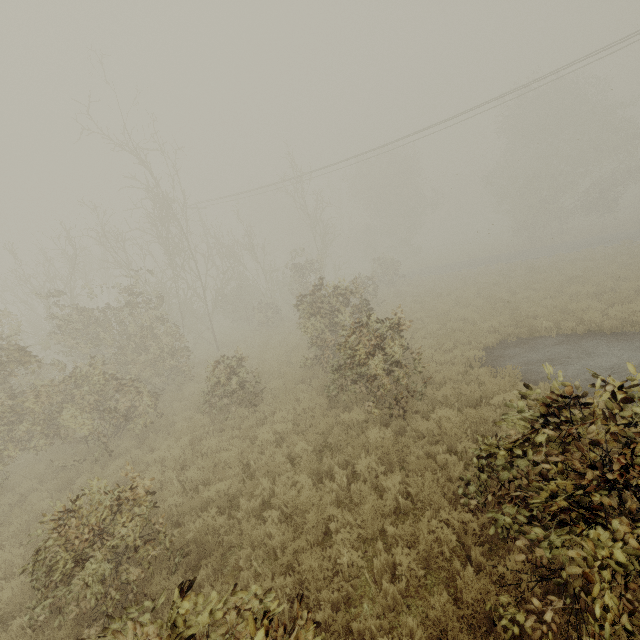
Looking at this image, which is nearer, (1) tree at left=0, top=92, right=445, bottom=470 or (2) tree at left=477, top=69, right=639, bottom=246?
(1) tree at left=0, top=92, right=445, bottom=470

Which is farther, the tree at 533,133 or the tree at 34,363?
the tree at 533,133

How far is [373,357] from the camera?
8.2 meters
